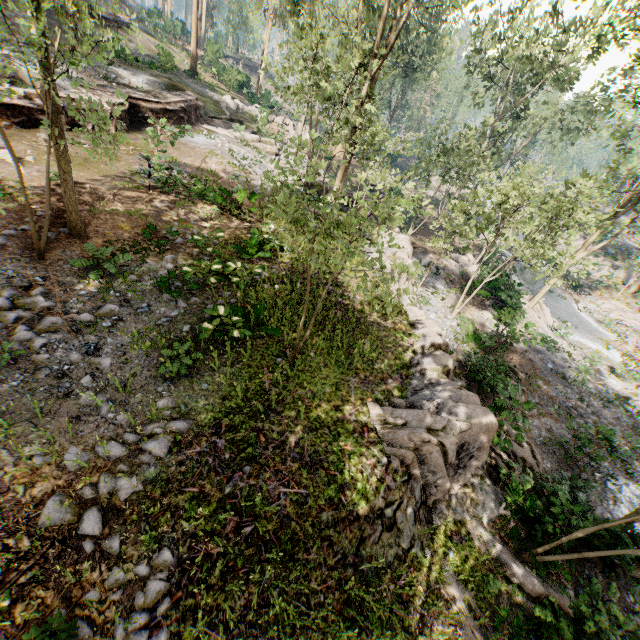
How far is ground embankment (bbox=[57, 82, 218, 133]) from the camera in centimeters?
1546cm

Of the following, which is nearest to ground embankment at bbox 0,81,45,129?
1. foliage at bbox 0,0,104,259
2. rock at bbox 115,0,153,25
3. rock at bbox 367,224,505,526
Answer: foliage at bbox 0,0,104,259

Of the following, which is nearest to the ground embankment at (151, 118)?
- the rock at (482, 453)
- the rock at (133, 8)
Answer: the rock at (482, 453)

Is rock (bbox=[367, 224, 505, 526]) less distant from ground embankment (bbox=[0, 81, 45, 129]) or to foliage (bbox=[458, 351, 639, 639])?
foliage (bbox=[458, 351, 639, 639])

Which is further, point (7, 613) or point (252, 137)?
point (252, 137)

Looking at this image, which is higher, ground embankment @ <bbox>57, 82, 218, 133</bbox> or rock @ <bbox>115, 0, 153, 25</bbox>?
rock @ <bbox>115, 0, 153, 25</bbox>

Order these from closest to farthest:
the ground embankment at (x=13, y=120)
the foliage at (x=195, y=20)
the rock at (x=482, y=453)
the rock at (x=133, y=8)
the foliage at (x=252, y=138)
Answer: the rock at (x=482, y=453), the ground embankment at (x=13, y=120), the foliage at (x=252, y=138), the foliage at (x=195, y=20), the rock at (x=133, y=8)

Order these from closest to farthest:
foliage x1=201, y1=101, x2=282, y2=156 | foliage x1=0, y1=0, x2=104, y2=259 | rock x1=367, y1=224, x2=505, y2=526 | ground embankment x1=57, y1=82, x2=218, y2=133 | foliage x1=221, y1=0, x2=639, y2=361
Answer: foliage x1=0, y1=0, x2=104, y2=259, foliage x1=221, y1=0, x2=639, y2=361, rock x1=367, y1=224, x2=505, y2=526, ground embankment x1=57, y1=82, x2=218, y2=133, foliage x1=201, y1=101, x2=282, y2=156
